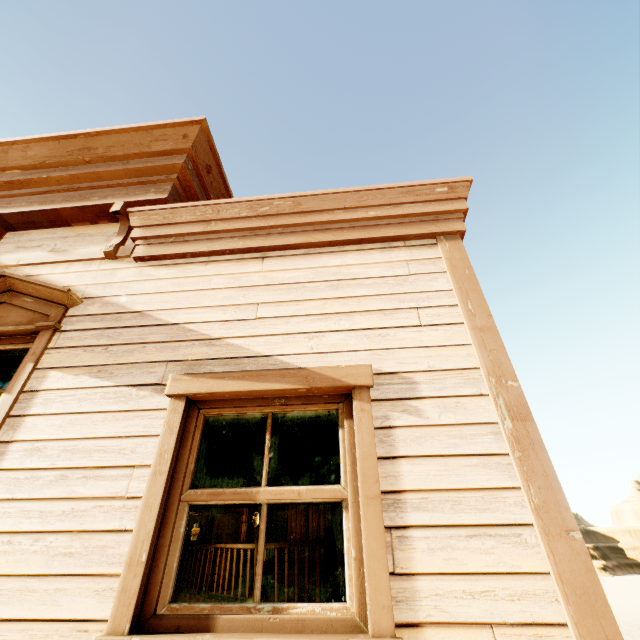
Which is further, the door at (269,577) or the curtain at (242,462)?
the door at (269,577)

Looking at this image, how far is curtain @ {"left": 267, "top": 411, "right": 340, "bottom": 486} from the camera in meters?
1.9 m

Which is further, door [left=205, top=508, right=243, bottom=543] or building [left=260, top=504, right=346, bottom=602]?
door [left=205, top=508, right=243, bottom=543]

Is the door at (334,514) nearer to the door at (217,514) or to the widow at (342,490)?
the door at (217,514)

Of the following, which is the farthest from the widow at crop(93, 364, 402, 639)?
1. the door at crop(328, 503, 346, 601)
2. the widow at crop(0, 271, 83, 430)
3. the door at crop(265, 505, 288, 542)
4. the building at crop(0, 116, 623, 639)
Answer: the door at crop(265, 505, 288, 542)

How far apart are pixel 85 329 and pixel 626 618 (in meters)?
41.90

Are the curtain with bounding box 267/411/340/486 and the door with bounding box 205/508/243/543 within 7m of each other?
no

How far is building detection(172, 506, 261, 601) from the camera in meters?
7.0 m
